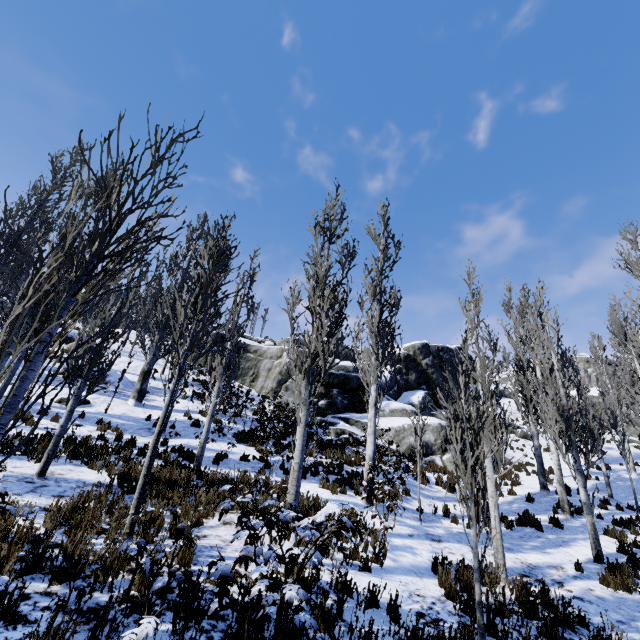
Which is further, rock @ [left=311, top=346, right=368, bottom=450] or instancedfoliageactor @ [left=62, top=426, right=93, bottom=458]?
rock @ [left=311, top=346, right=368, bottom=450]

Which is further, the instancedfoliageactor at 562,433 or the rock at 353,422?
the rock at 353,422

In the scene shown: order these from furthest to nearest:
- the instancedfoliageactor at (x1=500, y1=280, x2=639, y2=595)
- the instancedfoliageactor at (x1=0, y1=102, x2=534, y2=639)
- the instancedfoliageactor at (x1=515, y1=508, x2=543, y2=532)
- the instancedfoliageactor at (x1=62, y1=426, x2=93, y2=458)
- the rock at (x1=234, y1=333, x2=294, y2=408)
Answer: the rock at (x1=234, y1=333, x2=294, y2=408), the instancedfoliageactor at (x1=515, y1=508, x2=543, y2=532), the instancedfoliageactor at (x1=500, y1=280, x2=639, y2=595), the instancedfoliageactor at (x1=62, y1=426, x2=93, y2=458), the instancedfoliageactor at (x1=0, y1=102, x2=534, y2=639)

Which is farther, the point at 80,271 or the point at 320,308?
the point at 320,308

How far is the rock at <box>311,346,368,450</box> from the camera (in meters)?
18.95

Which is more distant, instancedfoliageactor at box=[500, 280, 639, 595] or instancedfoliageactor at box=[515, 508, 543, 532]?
instancedfoliageactor at box=[515, 508, 543, 532]

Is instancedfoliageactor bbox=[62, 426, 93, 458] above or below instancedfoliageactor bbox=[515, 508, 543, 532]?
above

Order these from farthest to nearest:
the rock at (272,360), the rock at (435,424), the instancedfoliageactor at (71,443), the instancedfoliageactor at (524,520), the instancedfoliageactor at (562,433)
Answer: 1. the rock at (272,360)
2. the rock at (435,424)
3. the instancedfoliageactor at (524,520)
4. the instancedfoliageactor at (562,433)
5. the instancedfoliageactor at (71,443)
